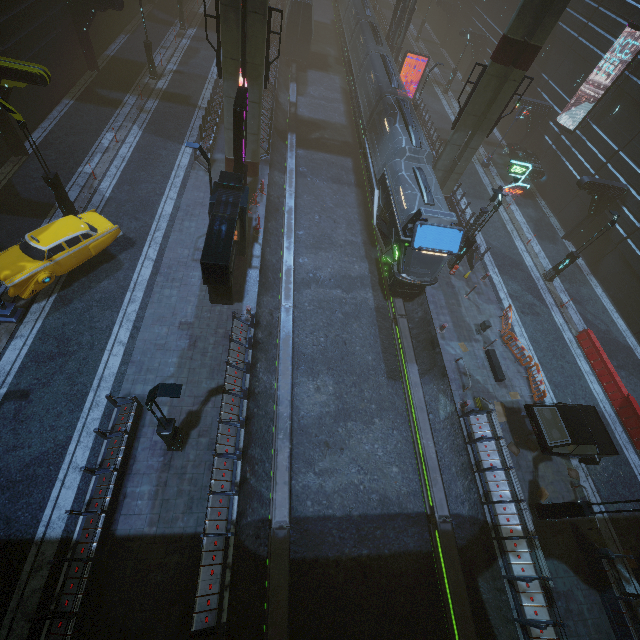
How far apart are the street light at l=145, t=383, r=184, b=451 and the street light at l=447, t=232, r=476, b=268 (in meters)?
17.14

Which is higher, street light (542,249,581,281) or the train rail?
street light (542,249,581,281)

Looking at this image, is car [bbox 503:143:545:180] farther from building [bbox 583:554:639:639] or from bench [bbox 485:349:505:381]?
bench [bbox 485:349:505:381]

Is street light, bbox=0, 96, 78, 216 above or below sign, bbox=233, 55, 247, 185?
below

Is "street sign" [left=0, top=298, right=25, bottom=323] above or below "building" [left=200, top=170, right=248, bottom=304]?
below

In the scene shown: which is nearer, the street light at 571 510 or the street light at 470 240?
the street light at 571 510

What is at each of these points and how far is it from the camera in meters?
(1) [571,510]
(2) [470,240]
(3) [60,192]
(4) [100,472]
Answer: (1) street light, 12.0
(2) street light, 19.2
(3) street light, 15.7
(4) building, 10.9

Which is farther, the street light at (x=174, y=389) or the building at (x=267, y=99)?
the building at (x=267, y=99)
